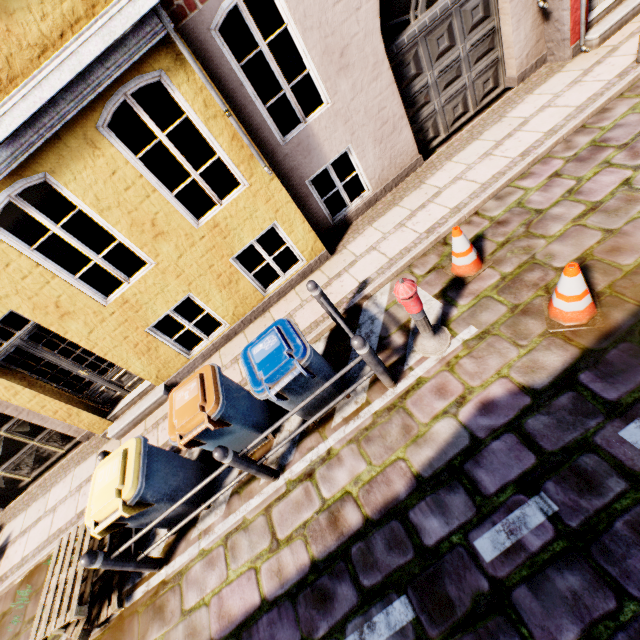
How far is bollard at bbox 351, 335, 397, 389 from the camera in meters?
3.5 m

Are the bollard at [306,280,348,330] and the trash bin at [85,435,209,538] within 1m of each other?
no

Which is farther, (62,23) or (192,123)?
(192,123)

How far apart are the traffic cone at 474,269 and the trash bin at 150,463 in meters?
4.7

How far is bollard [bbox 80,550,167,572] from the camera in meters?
3.7 m

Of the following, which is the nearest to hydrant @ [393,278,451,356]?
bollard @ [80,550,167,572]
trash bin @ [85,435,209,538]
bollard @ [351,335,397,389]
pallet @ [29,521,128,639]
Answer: bollard @ [351,335,397,389]

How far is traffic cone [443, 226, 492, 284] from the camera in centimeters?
429cm

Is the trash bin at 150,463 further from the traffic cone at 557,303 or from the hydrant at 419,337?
the traffic cone at 557,303
